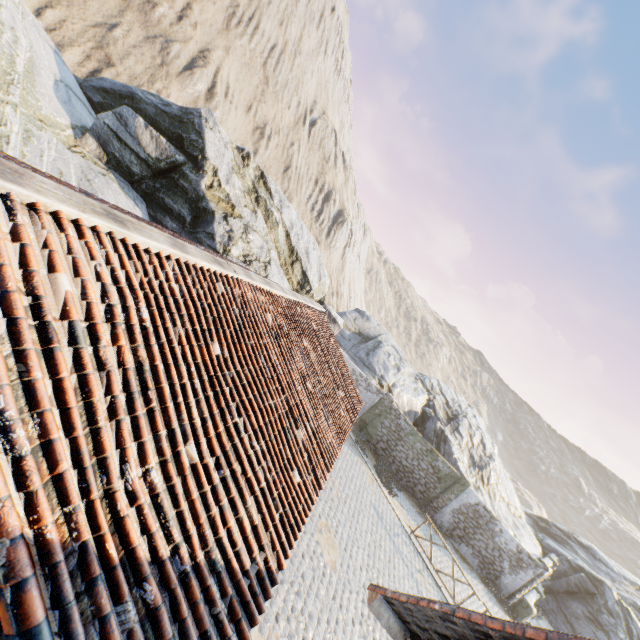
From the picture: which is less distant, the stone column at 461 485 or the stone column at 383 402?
the stone column at 461 485

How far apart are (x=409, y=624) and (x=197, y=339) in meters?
4.8 m

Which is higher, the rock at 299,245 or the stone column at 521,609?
the rock at 299,245

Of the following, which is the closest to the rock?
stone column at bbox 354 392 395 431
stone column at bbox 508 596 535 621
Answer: stone column at bbox 354 392 395 431

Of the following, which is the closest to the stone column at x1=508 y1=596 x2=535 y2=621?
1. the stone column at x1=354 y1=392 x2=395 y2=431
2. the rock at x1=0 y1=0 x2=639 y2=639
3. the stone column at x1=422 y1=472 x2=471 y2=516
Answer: the rock at x1=0 y1=0 x2=639 y2=639

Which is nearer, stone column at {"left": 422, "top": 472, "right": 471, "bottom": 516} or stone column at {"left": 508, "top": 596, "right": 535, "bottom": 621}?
stone column at {"left": 508, "top": 596, "right": 535, "bottom": 621}

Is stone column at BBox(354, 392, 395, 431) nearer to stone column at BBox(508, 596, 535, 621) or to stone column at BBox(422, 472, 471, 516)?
stone column at BBox(422, 472, 471, 516)

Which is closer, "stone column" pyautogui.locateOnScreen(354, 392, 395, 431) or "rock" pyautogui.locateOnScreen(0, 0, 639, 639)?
"rock" pyautogui.locateOnScreen(0, 0, 639, 639)
